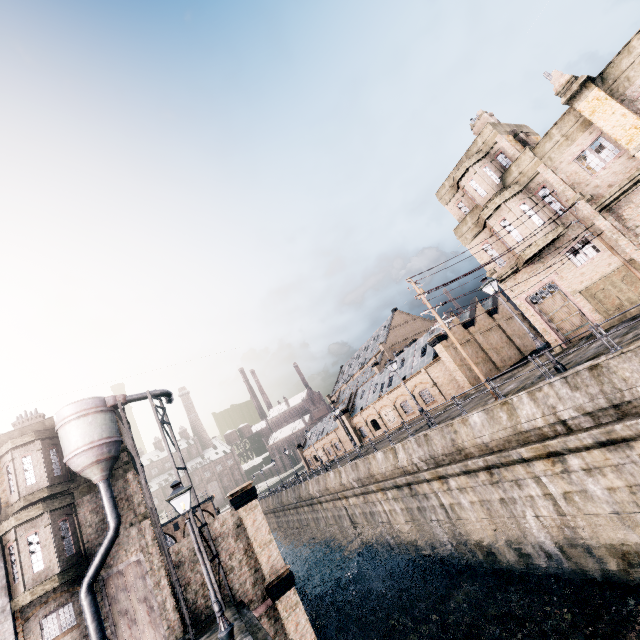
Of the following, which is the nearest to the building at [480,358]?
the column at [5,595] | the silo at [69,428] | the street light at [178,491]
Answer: the silo at [69,428]

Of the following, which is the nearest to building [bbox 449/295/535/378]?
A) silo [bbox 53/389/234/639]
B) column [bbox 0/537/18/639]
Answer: silo [bbox 53/389/234/639]

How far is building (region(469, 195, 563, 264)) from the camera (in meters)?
21.83

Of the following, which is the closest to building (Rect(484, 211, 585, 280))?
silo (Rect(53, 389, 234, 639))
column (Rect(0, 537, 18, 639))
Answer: silo (Rect(53, 389, 234, 639))

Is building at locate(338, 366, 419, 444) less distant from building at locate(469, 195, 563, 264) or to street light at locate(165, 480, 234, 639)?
building at locate(469, 195, 563, 264)

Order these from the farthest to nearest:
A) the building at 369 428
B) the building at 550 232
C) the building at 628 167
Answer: the building at 369 428 < the building at 550 232 < the building at 628 167

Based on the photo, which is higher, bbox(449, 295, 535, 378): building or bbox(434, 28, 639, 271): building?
bbox(434, 28, 639, 271): building

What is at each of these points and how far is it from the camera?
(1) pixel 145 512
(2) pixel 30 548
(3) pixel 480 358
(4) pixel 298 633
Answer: (1) building, 18.6m
(2) building, 15.9m
(3) building, 35.5m
(4) building, 18.0m
